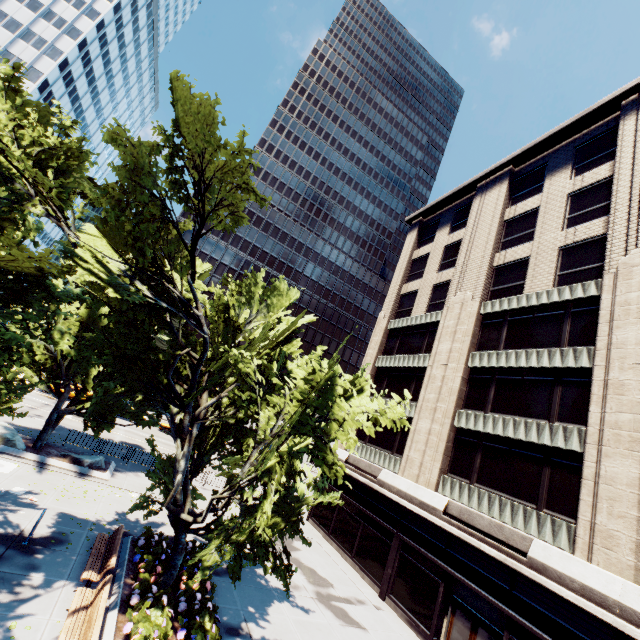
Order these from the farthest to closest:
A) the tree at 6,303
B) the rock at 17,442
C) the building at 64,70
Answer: the building at 64,70 < the rock at 17,442 < the tree at 6,303

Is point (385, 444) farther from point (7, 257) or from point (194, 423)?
point (7, 257)

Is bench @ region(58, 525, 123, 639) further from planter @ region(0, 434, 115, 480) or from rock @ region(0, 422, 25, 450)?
rock @ region(0, 422, 25, 450)

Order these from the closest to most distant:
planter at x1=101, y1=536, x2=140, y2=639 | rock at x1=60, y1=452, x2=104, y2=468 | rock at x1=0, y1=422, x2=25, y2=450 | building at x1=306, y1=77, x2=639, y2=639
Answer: planter at x1=101, y1=536, x2=140, y2=639 < building at x1=306, y1=77, x2=639, y2=639 < rock at x1=0, y1=422, x2=25, y2=450 < rock at x1=60, y1=452, x2=104, y2=468

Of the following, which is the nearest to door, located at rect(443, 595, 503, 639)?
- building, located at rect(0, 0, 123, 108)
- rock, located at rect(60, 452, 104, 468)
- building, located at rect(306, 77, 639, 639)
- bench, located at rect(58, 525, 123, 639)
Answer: building, located at rect(306, 77, 639, 639)

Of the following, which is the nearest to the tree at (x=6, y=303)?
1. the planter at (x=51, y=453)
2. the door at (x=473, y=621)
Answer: the planter at (x=51, y=453)

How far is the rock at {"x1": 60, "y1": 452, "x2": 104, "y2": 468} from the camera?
18.4m

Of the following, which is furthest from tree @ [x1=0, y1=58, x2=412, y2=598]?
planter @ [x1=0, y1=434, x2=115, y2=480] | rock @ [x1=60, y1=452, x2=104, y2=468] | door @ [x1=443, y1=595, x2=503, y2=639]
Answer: door @ [x1=443, y1=595, x2=503, y2=639]
